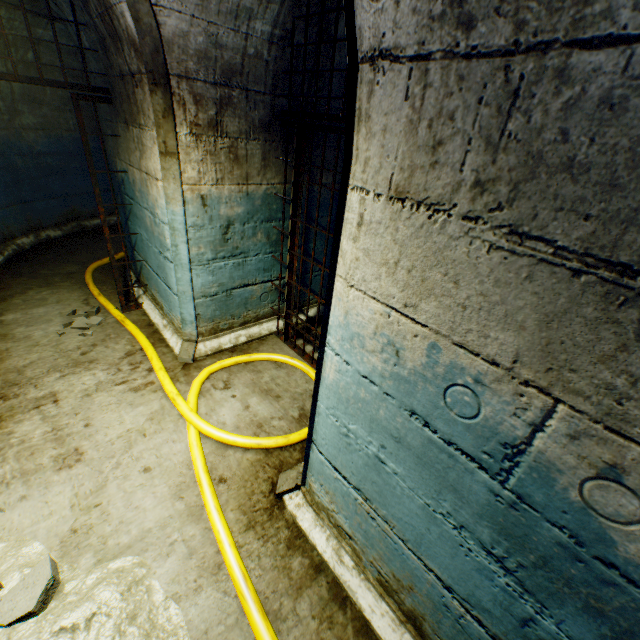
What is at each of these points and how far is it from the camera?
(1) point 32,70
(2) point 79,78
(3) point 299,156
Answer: (1) building tunnel, 4.6m
(2) building tunnel, 5.2m
(3) gate, 2.6m

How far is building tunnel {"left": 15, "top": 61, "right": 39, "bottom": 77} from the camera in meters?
4.5 m

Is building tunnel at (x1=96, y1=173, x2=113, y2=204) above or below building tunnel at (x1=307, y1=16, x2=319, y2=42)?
below

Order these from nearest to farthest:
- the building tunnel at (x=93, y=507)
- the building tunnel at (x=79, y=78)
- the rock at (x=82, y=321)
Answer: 1. the building tunnel at (x=93, y=507)
2. the rock at (x=82, y=321)
3. the building tunnel at (x=79, y=78)

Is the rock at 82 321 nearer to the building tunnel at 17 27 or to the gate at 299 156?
the building tunnel at 17 27

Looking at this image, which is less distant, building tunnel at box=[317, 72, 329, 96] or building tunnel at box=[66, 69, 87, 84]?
building tunnel at box=[317, 72, 329, 96]

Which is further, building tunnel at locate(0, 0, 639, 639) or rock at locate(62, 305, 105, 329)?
rock at locate(62, 305, 105, 329)
